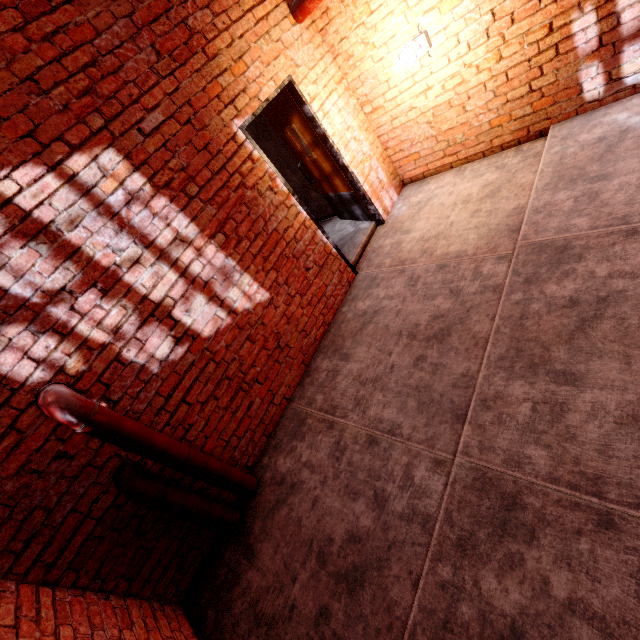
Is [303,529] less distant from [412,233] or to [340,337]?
[340,337]

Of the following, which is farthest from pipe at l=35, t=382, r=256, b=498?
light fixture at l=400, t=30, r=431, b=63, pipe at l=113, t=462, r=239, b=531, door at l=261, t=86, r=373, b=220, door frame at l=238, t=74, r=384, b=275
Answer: light fixture at l=400, t=30, r=431, b=63

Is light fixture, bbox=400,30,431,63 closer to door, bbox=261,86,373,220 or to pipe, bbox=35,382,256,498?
door, bbox=261,86,373,220

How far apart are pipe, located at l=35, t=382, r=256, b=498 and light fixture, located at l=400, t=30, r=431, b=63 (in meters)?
4.32

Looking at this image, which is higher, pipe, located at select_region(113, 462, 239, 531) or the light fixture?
the light fixture

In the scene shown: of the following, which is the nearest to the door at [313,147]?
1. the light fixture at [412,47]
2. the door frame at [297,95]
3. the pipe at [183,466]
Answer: the door frame at [297,95]

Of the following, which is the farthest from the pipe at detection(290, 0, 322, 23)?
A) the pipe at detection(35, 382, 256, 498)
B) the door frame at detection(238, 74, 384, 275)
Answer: the pipe at detection(35, 382, 256, 498)

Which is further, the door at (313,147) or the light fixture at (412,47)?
the door at (313,147)
